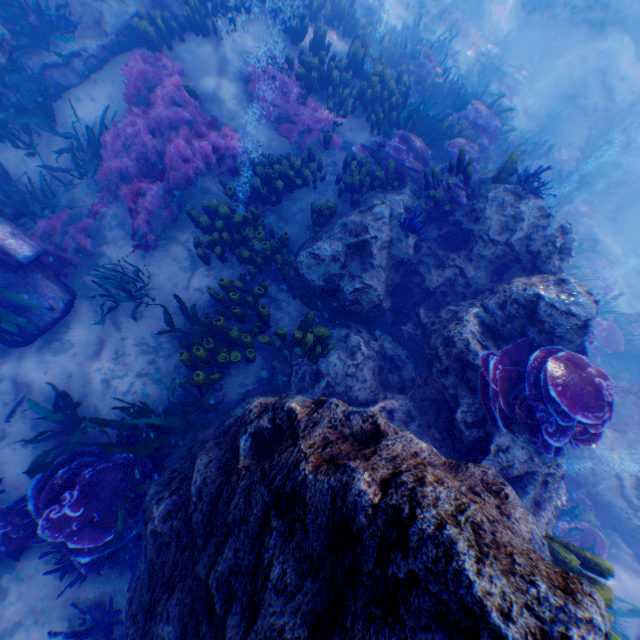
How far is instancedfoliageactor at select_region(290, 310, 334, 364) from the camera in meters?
4.7

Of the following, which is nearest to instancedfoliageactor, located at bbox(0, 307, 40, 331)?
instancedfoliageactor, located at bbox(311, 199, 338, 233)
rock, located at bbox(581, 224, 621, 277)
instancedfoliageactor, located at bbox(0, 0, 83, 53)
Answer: instancedfoliageactor, located at bbox(0, 0, 83, 53)

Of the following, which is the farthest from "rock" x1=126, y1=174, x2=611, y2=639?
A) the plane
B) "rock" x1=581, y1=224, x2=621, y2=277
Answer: "rock" x1=581, y1=224, x2=621, y2=277

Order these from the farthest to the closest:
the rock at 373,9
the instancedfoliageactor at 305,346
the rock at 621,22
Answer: the rock at 621,22 → the rock at 373,9 → the instancedfoliageactor at 305,346

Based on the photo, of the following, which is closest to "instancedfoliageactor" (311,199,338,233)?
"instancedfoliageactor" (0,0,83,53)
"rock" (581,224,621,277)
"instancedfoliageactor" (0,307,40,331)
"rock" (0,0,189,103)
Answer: "rock" (0,0,189,103)

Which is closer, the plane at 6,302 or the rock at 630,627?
the plane at 6,302

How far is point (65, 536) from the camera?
3.6m

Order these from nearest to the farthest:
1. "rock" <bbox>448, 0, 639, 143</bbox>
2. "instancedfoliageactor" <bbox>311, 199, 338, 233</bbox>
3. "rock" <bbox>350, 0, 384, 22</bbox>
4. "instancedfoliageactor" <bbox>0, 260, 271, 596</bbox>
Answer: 1. "instancedfoliageactor" <bbox>0, 260, 271, 596</bbox>
2. "instancedfoliageactor" <bbox>311, 199, 338, 233</bbox>
3. "rock" <bbox>350, 0, 384, 22</bbox>
4. "rock" <bbox>448, 0, 639, 143</bbox>
